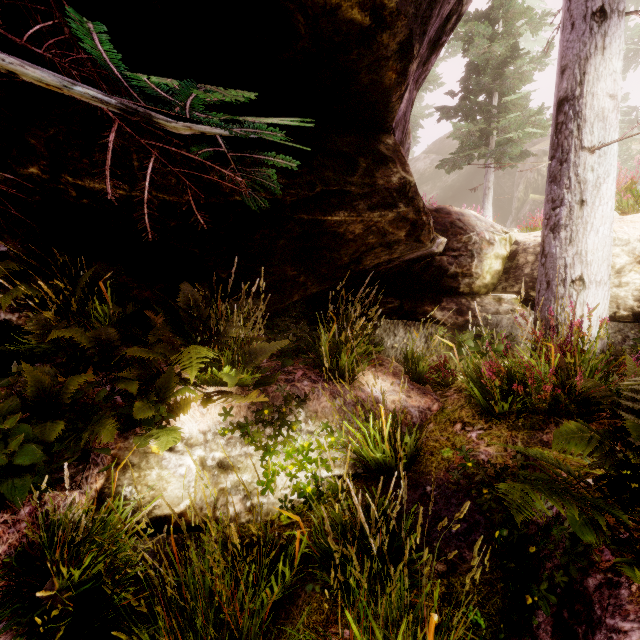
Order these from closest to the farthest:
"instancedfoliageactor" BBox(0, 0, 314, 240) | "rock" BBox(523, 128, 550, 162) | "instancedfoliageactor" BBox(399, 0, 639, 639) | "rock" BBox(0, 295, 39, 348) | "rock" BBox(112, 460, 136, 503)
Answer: "instancedfoliageactor" BBox(0, 0, 314, 240), "instancedfoliageactor" BBox(399, 0, 639, 639), "rock" BBox(112, 460, 136, 503), "rock" BBox(0, 295, 39, 348), "rock" BBox(523, 128, 550, 162)

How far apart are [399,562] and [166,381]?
2.74m

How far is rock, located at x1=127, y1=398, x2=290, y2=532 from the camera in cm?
316

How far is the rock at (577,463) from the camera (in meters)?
2.55

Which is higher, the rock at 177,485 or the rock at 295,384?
the rock at 295,384

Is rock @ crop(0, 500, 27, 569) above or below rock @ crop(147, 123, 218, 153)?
below

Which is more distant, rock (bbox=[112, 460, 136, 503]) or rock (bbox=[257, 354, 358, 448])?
rock (bbox=[257, 354, 358, 448])
